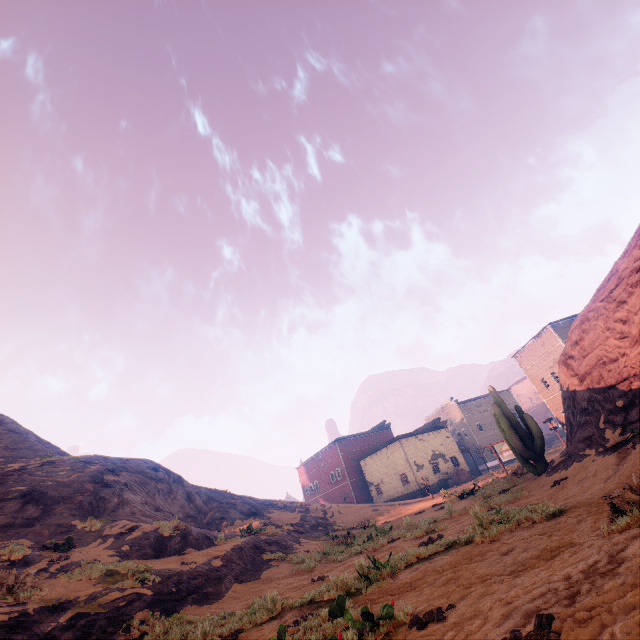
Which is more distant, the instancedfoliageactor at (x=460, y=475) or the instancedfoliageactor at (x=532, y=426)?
the instancedfoliageactor at (x=460, y=475)

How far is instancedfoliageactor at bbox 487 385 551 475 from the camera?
13.52m

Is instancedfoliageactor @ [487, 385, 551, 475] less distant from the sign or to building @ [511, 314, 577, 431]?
the sign

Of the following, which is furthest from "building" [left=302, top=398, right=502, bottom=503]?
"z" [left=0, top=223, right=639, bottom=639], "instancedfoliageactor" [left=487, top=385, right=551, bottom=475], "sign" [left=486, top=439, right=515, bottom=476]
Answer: "instancedfoliageactor" [left=487, top=385, right=551, bottom=475]

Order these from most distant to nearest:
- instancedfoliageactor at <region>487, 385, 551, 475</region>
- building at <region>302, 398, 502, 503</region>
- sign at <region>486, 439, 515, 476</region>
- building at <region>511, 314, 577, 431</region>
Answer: building at <region>302, 398, 502, 503</region>, building at <region>511, 314, 577, 431</region>, sign at <region>486, 439, 515, 476</region>, instancedfoliageactor at <region>487, 385, 551, 475</region>

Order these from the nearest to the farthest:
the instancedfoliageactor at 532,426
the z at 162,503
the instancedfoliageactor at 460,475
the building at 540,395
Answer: the z at 162,503
the instancedfoliageactor at 532,426
the building at 540,395
the instancedfoliageactor at 460,475

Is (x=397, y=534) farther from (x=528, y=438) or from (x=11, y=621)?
(x=11, y=621)

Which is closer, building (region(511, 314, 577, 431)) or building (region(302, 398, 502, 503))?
building (region(511, 314, 577, 431))
